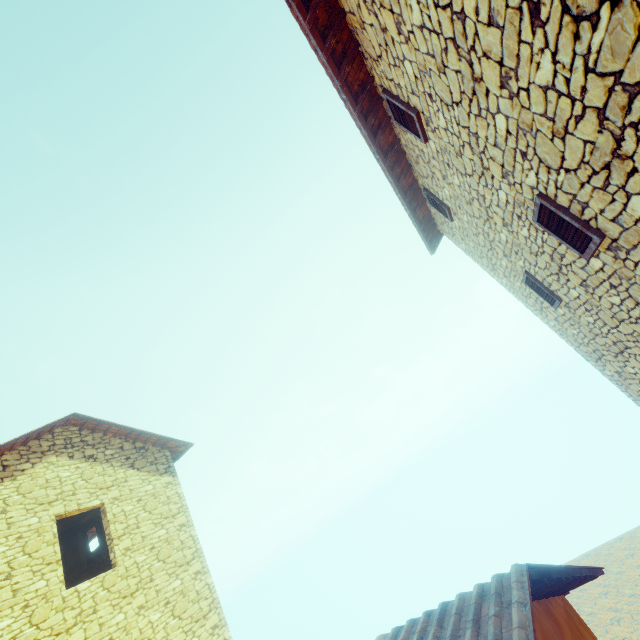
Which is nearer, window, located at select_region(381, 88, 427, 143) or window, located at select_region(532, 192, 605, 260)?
window, located at select_region(532, 192, 605, 260)

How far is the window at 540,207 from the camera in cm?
291

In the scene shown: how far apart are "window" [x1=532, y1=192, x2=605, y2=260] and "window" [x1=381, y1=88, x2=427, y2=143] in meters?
1.8 m

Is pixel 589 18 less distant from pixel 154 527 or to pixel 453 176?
pixel 453 176

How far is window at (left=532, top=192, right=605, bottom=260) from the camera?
2.9 meters

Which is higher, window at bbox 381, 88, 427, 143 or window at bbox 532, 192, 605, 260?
window at bbox 381, 88, 427, 143

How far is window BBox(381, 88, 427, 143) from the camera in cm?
403

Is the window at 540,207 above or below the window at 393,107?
below
